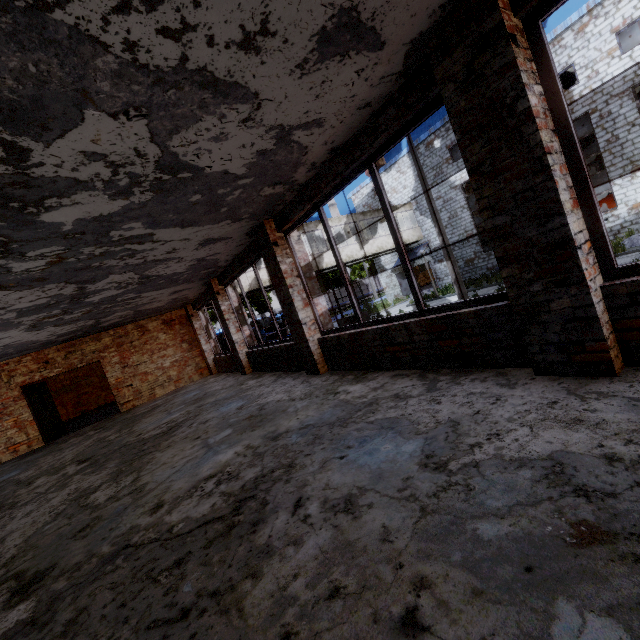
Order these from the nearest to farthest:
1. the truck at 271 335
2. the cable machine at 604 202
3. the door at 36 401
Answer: the door at 36 401 → the cable machine at 604 202 → the truck at 271 335

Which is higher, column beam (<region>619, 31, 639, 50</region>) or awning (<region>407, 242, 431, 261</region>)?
column beam (<region>619, 31, 639, 50</region>)

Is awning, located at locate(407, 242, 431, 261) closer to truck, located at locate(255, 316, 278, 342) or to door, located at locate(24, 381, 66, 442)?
truck, located at locate(255, 316, 278, 342)

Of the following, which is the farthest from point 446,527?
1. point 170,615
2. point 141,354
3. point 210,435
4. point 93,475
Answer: point 141,354

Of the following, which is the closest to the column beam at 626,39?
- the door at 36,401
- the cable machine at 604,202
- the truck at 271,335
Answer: the cable machine at 604,202

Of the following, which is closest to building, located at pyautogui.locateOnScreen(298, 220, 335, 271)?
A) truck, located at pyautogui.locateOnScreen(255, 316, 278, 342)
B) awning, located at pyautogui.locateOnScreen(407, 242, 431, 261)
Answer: awning, located at pyautogui.locateOnScreen(407, 242, 431, 261)

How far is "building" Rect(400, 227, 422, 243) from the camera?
24.98m

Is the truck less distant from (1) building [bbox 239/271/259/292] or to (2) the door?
(1) building [bbox 239/271/259/292]
